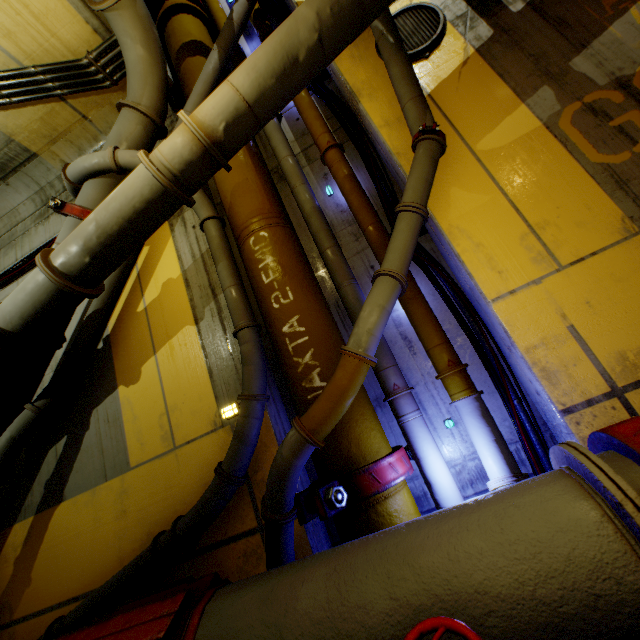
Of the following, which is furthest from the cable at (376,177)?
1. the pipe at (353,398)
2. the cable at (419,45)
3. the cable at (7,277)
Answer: the cable at (7,277)

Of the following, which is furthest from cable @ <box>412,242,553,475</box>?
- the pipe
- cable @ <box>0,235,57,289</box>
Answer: cable @ <box>0,235,57,289</box>

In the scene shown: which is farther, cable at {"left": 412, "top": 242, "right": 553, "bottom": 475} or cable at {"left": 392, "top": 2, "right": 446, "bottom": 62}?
cable at {"left": 392, "top": 2, "right": 446, "bottom": 62}

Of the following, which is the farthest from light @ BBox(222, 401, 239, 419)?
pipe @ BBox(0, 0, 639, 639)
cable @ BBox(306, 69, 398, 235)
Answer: cable @ BBox(306, 69, 398, 235)

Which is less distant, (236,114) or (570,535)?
(570,535)

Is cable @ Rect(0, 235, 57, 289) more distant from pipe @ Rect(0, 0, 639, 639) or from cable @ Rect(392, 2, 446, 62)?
cable @ Rect(392, 2, 446, 62)

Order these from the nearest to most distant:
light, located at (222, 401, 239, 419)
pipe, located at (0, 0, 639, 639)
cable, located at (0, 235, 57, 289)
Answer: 1. pipe, located at (0, 0, 639, 639)
2. light, located at (222, 401, 239, 419)
3. cable, located at (0, 235, 57, 289)

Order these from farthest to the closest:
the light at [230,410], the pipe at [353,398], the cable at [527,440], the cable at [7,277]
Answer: the cable at [7,277], the light at [230,410], the cable at [527,440], the pipe at [353,398]
